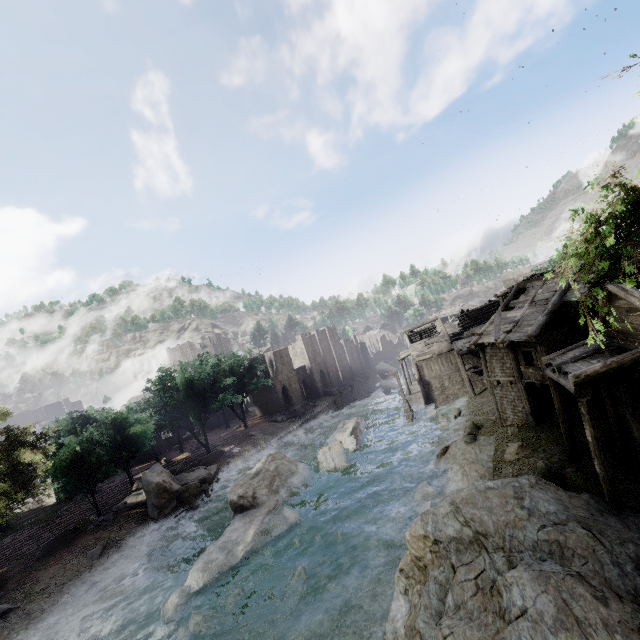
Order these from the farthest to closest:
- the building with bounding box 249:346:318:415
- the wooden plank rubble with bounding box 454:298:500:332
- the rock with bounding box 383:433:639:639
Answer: the building with bounding box 249:346:318:415
the wooden plank rubble with bounding box 454:298:500:332
the rock with bounding box 383:433:639:639

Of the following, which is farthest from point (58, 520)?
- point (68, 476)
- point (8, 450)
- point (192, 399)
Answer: point (192, 399)

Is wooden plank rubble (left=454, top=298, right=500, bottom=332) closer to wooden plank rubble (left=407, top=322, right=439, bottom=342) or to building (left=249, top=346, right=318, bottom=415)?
building (left=249, top=346, right=318, bottom=415)

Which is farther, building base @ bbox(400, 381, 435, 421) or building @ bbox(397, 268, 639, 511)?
building base @ bbox(400, 381, 435, 421)

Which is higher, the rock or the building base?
the rock

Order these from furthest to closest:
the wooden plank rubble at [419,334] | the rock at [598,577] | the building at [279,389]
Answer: the building at [279,389], the wooden plank rubble at [419,334], the rock at [598,577]

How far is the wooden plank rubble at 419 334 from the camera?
43.7m
